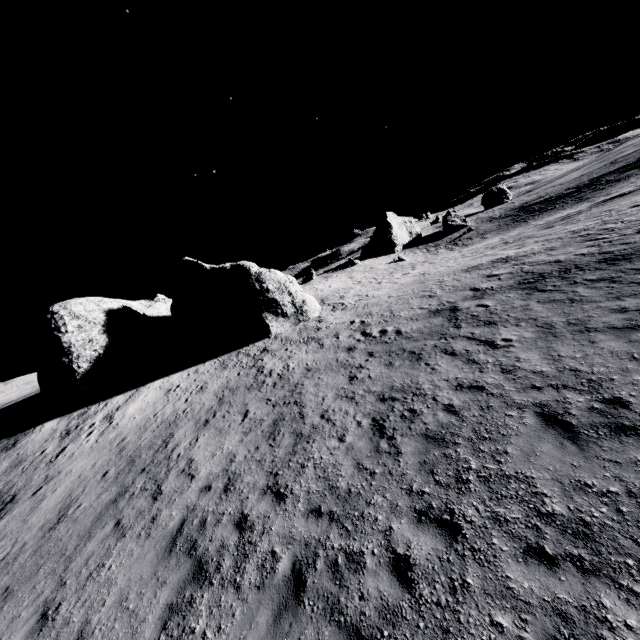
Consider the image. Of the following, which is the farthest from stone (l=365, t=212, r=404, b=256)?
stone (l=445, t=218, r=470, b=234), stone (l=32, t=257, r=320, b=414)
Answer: stone (l=32, t=257, r=320, b=414)

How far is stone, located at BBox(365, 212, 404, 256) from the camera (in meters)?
57.50

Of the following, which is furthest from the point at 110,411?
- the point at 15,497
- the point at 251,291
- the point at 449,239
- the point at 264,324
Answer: the point at 449,239

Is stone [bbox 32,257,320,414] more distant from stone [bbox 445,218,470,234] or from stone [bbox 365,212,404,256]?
stone [bbox 445,218,470,234]

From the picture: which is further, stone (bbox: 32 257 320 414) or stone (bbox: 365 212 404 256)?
stone (bbox: 365 212 404 256)

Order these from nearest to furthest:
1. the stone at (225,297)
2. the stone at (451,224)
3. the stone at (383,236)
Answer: the stone at (225,297), the stone at (383,236), the stone at (451,224)

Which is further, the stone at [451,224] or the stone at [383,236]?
the stone at [451,224]
